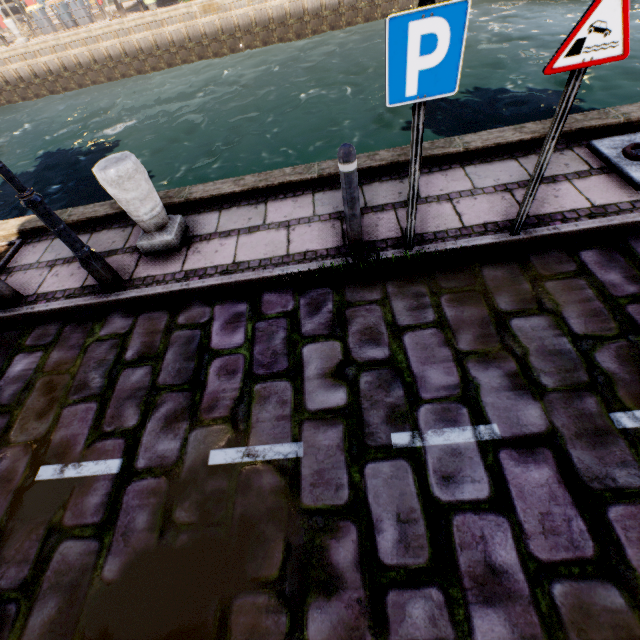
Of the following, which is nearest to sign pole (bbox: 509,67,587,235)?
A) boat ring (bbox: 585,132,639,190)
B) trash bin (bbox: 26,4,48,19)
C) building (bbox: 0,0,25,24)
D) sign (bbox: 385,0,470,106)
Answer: sign (bbox: 385,0,470,106)

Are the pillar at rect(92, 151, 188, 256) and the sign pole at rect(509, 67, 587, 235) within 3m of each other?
no

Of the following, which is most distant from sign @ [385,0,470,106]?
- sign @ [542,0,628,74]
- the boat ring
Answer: the boat ring

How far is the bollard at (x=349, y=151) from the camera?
2.7 meters

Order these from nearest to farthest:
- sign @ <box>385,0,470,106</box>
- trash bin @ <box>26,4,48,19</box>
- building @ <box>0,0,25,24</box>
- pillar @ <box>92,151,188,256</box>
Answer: sign @ <box>385,0,470,106</box>, pillar @ <box>92,151,188,256</box>, trash bin @ <box>26,4,48,19</box>, building @ <box>0,0,25,24</box>

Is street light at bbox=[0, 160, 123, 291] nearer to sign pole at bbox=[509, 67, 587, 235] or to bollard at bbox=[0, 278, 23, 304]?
bollard at bbox=[0, 278, 23, 304]

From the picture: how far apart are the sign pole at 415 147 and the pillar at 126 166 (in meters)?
2.80

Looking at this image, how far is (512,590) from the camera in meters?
1.8
